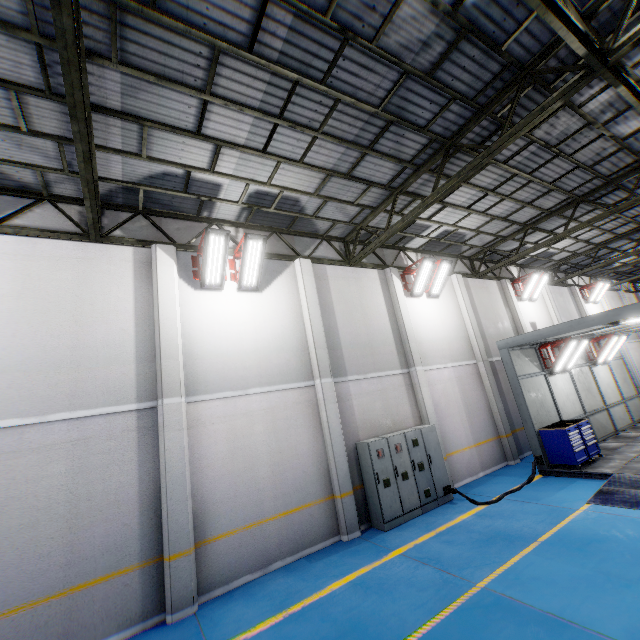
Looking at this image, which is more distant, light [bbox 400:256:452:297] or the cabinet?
light [bbox 400:256:452:297]

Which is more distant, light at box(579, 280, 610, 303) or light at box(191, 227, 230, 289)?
light at box(579, 280, 610, 303)

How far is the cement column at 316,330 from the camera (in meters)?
8.38

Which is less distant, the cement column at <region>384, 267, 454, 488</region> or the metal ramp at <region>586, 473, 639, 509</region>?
the metal ramp at <region>586, 473, 639, 509</region>

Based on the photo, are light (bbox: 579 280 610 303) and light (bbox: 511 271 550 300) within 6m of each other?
no

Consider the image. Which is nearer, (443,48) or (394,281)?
(443,48)

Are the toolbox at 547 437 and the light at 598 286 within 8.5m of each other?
no

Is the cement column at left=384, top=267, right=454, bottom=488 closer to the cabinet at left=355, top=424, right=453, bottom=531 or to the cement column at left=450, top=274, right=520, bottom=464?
the cabinet at left=355, top=424, right=453, bottom=531
